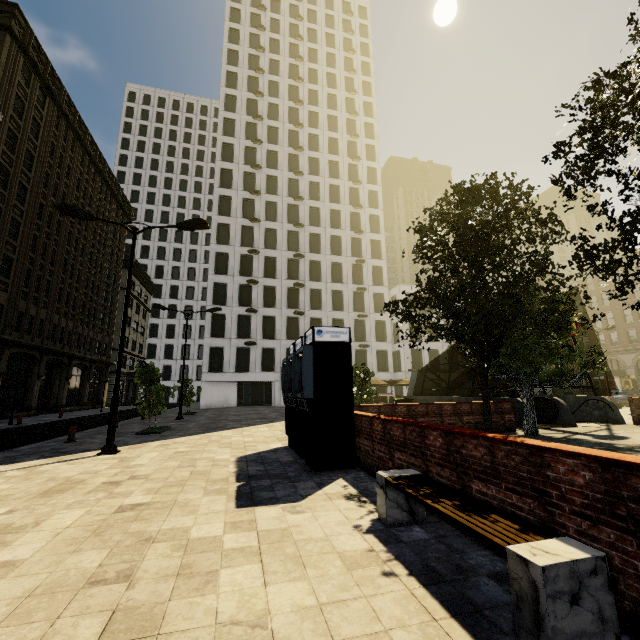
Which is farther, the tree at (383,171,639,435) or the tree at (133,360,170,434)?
the tree at (133,360,170,434)

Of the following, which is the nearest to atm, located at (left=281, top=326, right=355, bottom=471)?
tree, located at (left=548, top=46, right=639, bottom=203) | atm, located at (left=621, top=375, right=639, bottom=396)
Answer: tree, located at (left=548, top=46, right=639, bottom=203)

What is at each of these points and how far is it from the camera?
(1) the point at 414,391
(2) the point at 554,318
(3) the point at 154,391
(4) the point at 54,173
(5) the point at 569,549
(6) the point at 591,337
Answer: (1) underground building, 23.72m
(2) tree, 9.21m
(3) tree, 14.91m
(4) building, 28.98m
(5) bench, 2.37m
(6) building, 49.47m

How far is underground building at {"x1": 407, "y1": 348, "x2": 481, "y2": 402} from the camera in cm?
1897

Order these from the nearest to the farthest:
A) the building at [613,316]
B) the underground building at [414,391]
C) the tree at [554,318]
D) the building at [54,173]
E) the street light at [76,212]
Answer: the tree at [554,318] → the street light at [76,212] → the underground building at [414,391] → the building at [54,173] → the building at [613,316]

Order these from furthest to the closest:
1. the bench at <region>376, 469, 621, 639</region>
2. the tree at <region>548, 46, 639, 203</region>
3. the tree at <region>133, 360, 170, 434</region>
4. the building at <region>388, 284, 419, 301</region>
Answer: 1. the building at <region>388, 284, 419, 301</region>
2. the tree at <region>133, 360, 170, 434</region>
3. the tree at <region>548, 46, 639, 203</region>
4. the bench at <region>376, 469, 621, 639</region>

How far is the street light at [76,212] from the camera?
9.8m

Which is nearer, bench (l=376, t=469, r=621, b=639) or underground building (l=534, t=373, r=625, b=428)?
bench (l=376, t=469, r=621, b=639)
